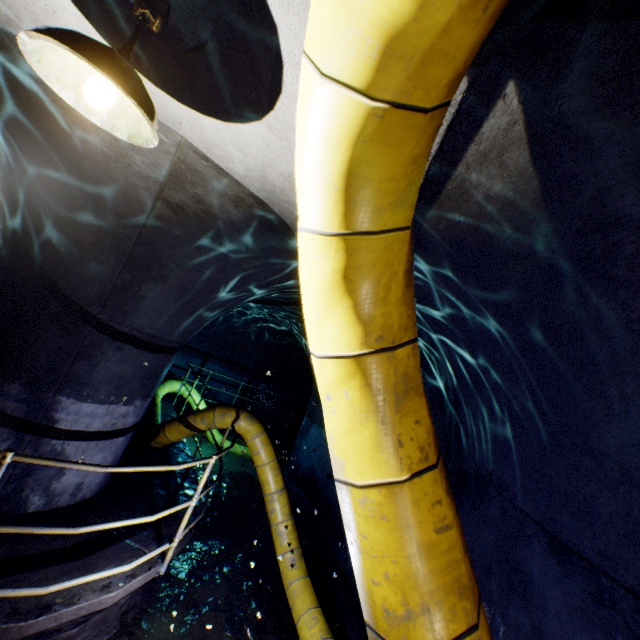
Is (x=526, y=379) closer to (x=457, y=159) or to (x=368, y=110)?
(x=457, y=159)

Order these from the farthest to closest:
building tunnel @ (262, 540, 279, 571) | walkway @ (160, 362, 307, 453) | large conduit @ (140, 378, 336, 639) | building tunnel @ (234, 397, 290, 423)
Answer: walkway @ (160, 362, 307, 453) → building tunnel @ (234, 397, 290, 423) → building tunnel @ (262, 540, 279, 571) → large conduit @ (140, 378, 336, 639)

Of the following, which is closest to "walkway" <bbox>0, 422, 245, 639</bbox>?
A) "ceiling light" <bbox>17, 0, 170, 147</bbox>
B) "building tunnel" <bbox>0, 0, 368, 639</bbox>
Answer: "building tunnel" <bbox>0, 0, 368, 639</bbox>

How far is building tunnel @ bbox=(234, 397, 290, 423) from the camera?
7.28m

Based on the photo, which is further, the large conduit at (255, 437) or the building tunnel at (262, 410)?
the building tunnel at (262, 410)

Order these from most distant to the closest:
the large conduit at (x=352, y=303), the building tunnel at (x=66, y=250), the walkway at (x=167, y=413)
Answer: the walkway at (x=167, y=413) < the building tunnel at (x=66, y=250) < the large conduit at (x=352, y=303)

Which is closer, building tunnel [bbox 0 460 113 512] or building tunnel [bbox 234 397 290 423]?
building tunnel [bbox 0 460 113 512]
